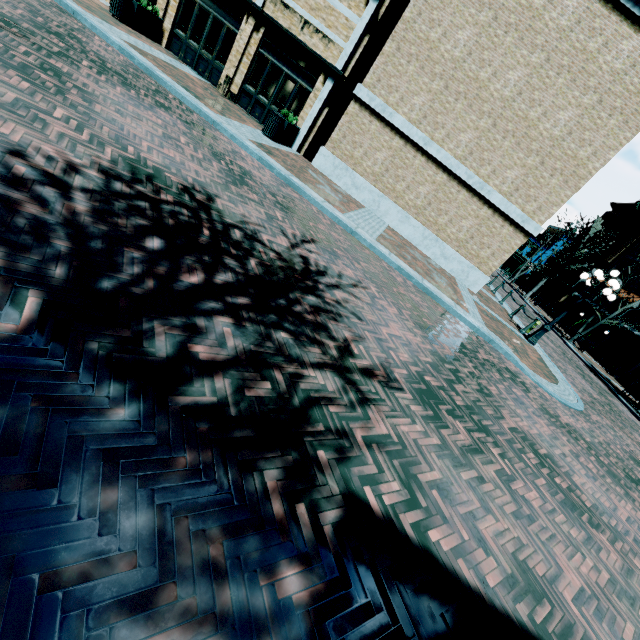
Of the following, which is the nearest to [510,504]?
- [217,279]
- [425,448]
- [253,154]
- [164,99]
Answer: [425,448]

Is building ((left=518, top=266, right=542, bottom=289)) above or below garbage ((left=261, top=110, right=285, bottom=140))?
above

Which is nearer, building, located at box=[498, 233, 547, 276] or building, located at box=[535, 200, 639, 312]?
building, located at box=[535, 200, 639, 312]

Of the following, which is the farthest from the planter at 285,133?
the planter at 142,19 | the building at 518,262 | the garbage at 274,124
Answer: the building at 518,262

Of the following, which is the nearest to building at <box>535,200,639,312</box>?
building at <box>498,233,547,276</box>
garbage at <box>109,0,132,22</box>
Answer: garbage at <box>109,0,132,22</box>

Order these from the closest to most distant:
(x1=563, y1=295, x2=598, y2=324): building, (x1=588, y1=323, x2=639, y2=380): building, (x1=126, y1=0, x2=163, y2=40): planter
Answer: (x1=126, y1=0, x2=163, y2=40): planter
(x1=588, y1=323, x2=639, y2=380): building
(x1=563, y1=295, x2=598, y2=324): building

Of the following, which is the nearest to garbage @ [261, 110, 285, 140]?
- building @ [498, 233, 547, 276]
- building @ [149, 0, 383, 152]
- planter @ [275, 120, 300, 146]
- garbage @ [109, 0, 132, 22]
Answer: planter @ [275, 120, 300, 146]
